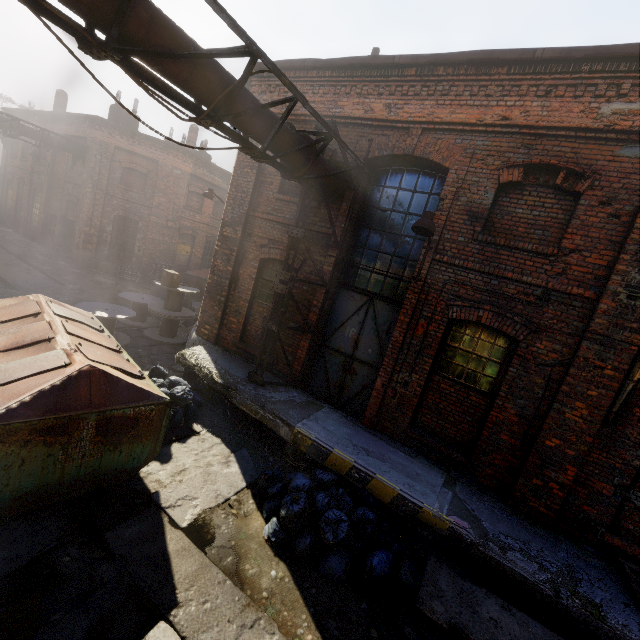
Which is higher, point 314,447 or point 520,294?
point 520,294

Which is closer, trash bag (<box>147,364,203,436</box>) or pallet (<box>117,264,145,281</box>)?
trash bag (<box>147,364,203,436</box>)

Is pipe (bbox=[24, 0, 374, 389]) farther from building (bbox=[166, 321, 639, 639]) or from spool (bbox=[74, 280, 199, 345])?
spool (bbox=[74, 280, 199, 345])

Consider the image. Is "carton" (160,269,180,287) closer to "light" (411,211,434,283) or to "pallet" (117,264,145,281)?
"light" (411,211,434,283)

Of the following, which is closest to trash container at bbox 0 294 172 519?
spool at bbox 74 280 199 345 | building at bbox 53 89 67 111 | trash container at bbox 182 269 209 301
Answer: spool at bbox 74 280 199 345

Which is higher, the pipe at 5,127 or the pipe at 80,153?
the pipe at 80,153

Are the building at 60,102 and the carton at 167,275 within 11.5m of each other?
no

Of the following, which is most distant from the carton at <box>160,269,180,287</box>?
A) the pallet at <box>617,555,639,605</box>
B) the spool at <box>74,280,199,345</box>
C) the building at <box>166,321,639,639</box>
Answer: the pallet at <box>617,555,639,605</box>
